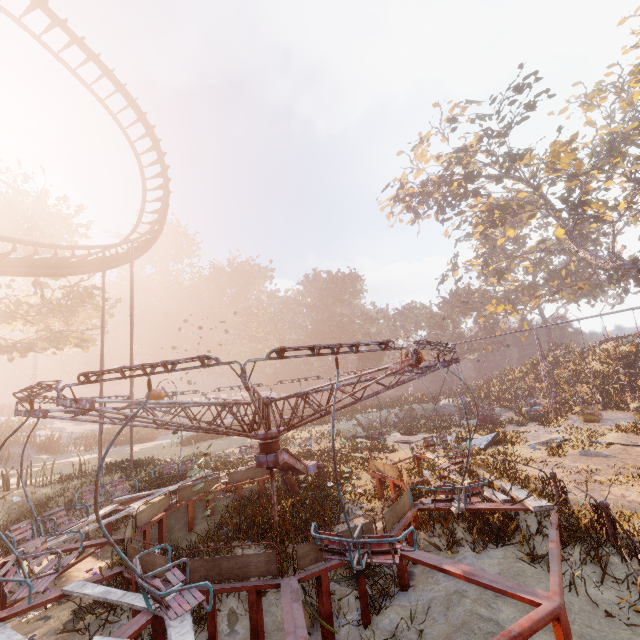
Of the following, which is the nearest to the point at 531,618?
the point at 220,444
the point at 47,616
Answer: the point at 47,616

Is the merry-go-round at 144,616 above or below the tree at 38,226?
below

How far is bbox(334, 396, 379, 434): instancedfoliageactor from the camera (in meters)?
24.40

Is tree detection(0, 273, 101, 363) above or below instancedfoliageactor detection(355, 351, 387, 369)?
above

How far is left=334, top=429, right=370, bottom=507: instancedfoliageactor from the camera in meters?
9.9

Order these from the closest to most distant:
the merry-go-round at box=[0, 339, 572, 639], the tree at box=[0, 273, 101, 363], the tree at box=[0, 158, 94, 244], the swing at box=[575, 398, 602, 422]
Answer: the merry-go-round at box=[0, 339, 572, 639] → the swing at box=[575, 398, 602, 422] → the tree at box=[0, 158, 94, 244] → the tree at box=[0, 273, 101, 363]

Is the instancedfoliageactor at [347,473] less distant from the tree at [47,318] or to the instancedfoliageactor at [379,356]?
the instancedfoliageactor at [379,356]
